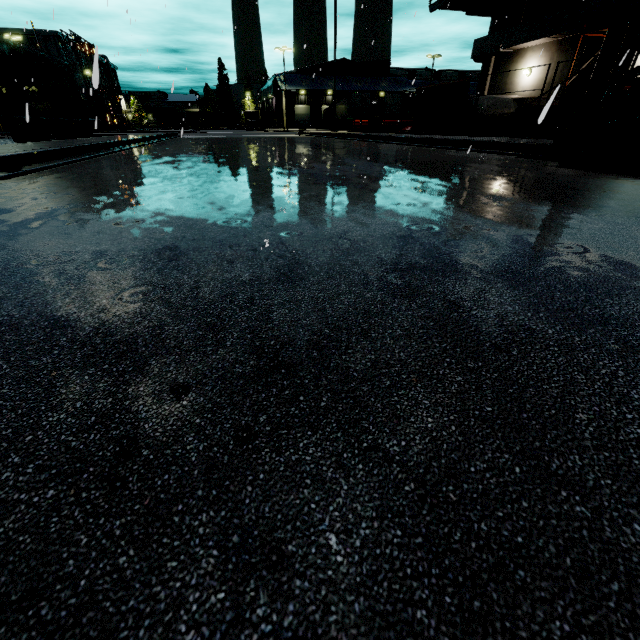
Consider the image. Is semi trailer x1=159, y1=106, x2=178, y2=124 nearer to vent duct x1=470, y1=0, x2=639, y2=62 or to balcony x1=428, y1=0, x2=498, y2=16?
vent duct x1=470, y1=0, x2=639, y2=62

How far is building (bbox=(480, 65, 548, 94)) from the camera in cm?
1925

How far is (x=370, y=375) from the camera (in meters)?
1.03

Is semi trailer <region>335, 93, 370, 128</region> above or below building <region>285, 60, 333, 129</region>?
below

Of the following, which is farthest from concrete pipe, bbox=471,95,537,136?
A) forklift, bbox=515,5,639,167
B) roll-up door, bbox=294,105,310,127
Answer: roll-up door, bbox=294,105,310,127

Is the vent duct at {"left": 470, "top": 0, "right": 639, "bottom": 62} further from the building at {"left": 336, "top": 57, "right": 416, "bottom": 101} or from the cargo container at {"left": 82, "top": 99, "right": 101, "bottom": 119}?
the cargo container at {"left": 82, "top": 99, "right": 101, "bottom": 119}

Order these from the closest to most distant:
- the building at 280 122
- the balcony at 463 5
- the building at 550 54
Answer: the building at 550 54 → the balcony at 463 5 → the building at 280 122

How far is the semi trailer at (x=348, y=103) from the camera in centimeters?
4481cm
